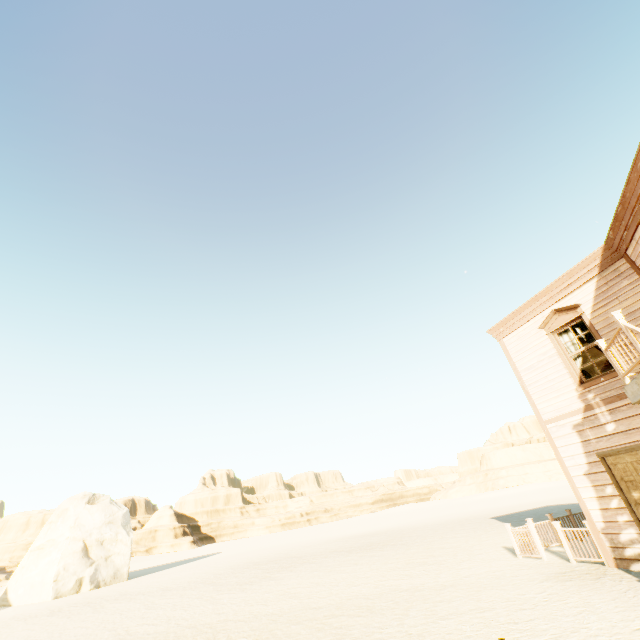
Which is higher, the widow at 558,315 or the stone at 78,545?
the widow at 558,315

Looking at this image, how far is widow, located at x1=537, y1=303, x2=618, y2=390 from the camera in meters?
8.6 m

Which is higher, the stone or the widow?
the widow

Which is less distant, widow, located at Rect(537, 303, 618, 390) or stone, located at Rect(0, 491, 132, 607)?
widow, located at Rect(537, 303, 618, 390)

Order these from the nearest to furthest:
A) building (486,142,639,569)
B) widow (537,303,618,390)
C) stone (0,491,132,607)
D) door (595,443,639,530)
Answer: building (486,142,639,569), door (595,443,639,530), widow (537,303,618,390), stone (0,491,132,607)

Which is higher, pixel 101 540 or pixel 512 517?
pixel 101 540

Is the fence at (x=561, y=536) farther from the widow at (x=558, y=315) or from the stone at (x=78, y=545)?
the stone at (x=78, y=545)

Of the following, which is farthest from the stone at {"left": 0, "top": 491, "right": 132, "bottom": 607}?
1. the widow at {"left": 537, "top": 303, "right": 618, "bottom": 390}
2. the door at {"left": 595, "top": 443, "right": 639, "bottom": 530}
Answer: the widow at {"left": 537, "top": 303, "right": 618, "bottom": 390}
